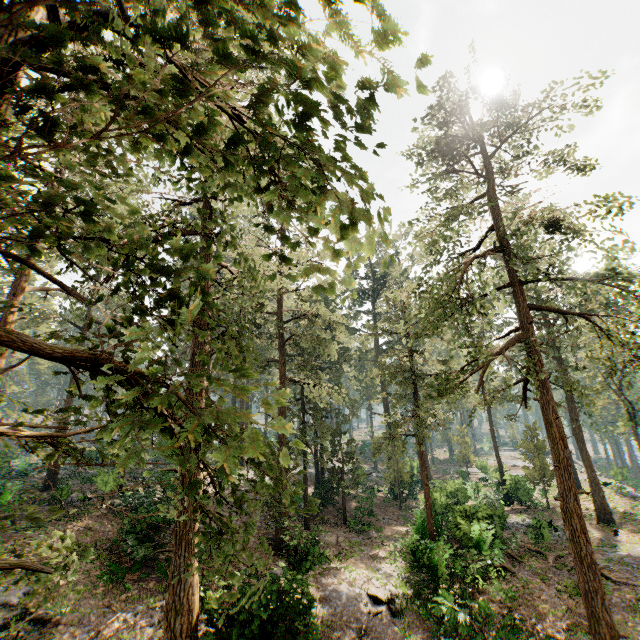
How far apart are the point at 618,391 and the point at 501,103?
26.0 meters

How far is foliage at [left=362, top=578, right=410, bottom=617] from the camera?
14.7 meters

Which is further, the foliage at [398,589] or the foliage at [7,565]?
the foliage at [398,589]

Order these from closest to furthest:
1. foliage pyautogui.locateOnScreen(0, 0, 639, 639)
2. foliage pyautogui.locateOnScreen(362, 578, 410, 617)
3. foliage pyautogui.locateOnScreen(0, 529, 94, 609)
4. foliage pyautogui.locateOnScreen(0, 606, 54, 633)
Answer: foliage pyautogui.locateOnScreen(0, 0, 639, 639) → foliage pyautogui.locateOnScreen(0, 529, 94, 609) → foliage pyautogui.locateOnScreen(0, 606, 54, 633) → foliage pyautogui.locateOnScreen(362, 578, 410, 617)

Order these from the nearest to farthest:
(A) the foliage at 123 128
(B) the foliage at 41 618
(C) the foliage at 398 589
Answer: (A) the foliage at 123 128
(B) the foliage at 41 618
(C) the foliage at 398 589

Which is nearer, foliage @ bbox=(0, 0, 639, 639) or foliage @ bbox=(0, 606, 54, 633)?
foliage @ bbox=(0, 0, 639, 639)
